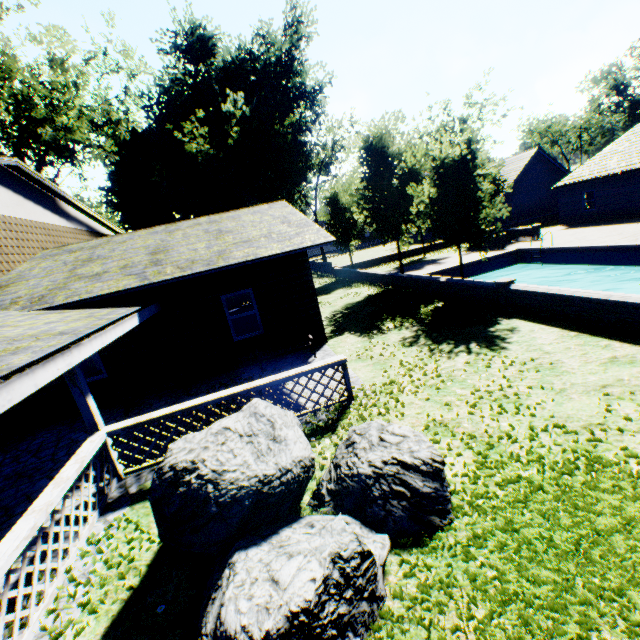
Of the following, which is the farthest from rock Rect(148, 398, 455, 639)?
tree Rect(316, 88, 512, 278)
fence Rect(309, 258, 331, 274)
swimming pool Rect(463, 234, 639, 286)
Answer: fence Rect(309, 258, 331, 274)

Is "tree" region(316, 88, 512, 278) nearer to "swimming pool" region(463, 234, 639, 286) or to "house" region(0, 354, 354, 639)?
"swimming pool" region(463, 234, 639, 286)

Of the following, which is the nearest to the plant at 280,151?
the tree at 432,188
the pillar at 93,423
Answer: the tree at 432,188

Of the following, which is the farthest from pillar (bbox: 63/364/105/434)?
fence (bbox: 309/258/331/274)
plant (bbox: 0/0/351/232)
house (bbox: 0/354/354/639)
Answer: fence (bbox: 309/258/331/274)

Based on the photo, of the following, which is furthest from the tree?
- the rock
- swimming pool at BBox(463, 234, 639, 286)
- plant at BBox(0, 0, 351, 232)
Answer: the rock

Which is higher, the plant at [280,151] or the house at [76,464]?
the plant at [280,151]

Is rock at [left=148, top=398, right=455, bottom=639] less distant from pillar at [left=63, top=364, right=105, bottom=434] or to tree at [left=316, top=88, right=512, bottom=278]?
pillar at [left=63, top=364, right=105, bottom=434]

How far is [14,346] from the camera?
4.5 meters
